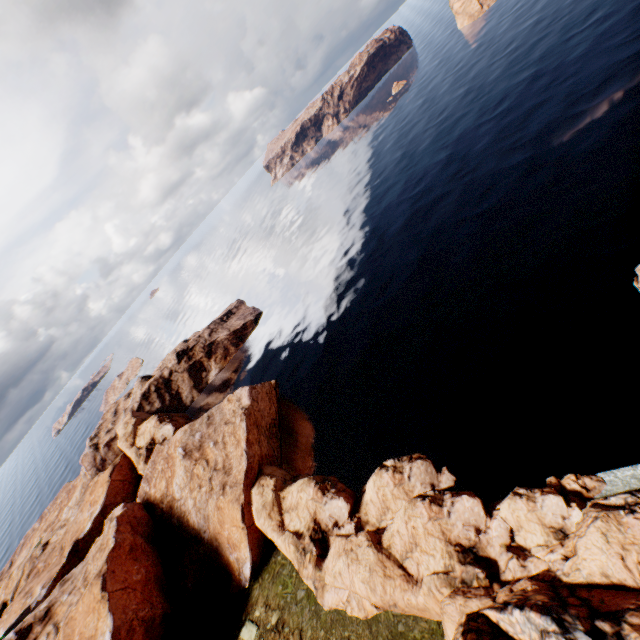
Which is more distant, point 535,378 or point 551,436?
point 535,378
